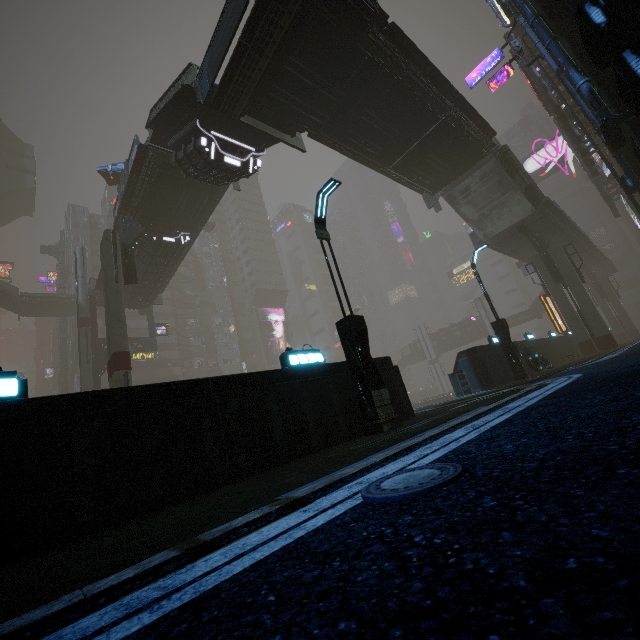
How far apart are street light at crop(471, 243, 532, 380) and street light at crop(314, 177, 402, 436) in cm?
1022

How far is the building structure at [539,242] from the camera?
25.5m

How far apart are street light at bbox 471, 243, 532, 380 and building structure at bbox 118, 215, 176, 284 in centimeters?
2076cm

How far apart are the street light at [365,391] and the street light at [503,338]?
10.22m

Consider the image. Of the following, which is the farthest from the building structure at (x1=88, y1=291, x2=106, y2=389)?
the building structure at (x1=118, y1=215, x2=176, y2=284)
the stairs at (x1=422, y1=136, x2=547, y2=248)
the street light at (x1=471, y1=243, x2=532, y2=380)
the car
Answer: the street light at (x1=471, y1=243, x2=532, y2=380)

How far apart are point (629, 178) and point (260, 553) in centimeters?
2122cm

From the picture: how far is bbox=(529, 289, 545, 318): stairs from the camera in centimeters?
5575cm

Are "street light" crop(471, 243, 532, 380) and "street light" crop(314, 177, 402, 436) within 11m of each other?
yes
